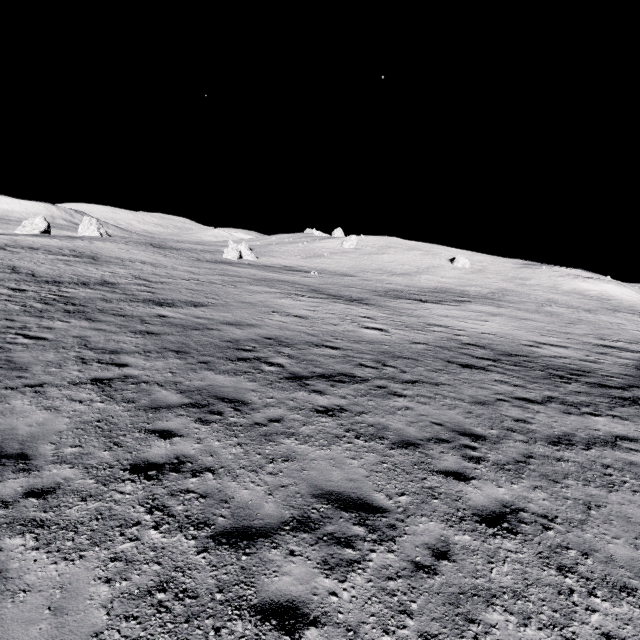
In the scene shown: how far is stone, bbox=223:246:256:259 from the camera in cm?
5406

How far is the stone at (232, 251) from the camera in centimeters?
5406cm

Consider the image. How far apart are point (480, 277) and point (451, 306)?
31.4m
